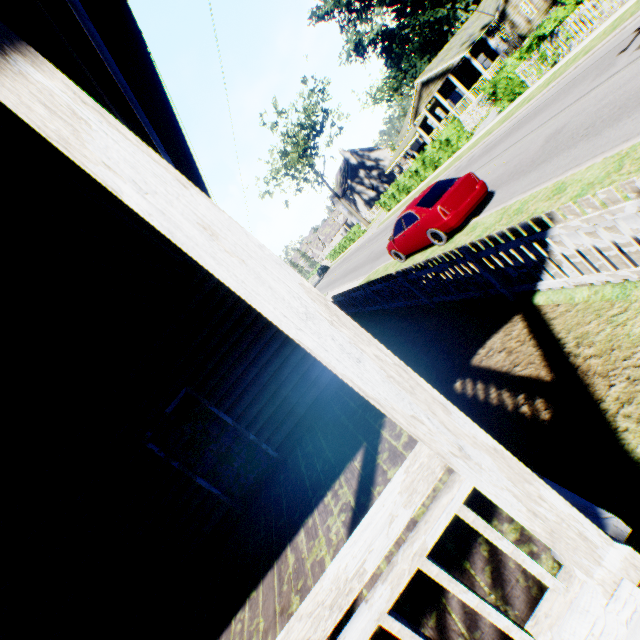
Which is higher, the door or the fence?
the door

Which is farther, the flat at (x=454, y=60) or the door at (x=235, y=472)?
the flat at (x=454, y=60)

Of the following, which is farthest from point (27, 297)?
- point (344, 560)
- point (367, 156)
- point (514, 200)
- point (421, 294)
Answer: point (367, 156)

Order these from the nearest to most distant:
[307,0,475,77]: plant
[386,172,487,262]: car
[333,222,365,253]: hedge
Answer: [386,172,487,262]: car
[333,222,365,253]: hedge
[307,0,475,77]: plant

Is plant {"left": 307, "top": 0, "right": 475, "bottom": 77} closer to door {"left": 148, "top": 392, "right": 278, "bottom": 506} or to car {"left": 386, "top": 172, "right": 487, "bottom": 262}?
car {"left": 386, "top": 172, "right": 487, "bottom": 262}

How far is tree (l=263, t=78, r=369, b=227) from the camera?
43.28m

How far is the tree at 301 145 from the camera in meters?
43.3 m

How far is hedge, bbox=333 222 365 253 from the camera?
46.50m
